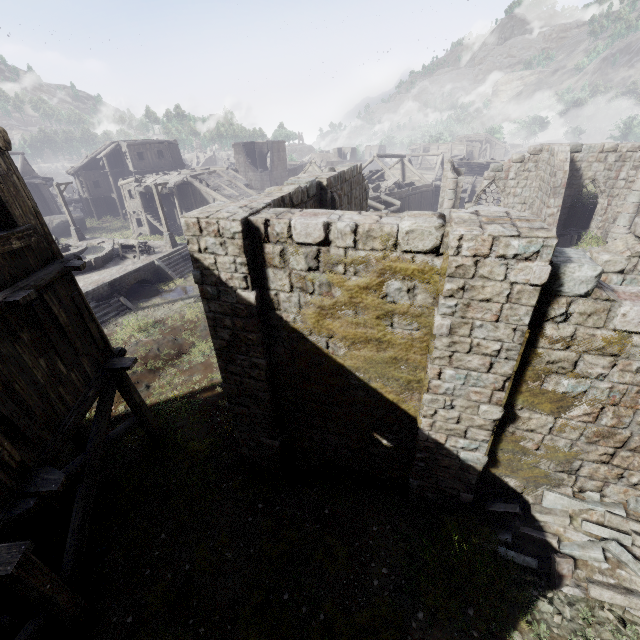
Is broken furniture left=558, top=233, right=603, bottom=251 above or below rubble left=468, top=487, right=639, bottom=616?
above

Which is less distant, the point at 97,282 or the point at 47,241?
the point at 47,241

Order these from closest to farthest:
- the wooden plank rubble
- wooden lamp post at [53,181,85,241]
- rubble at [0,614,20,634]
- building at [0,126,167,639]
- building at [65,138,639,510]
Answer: building at [65,138,639,510] → building at [0,126,167,639] → rubble at [0,614,20,634] → wooden lamp post at [53,181,85,241] → the wooden plank rubble

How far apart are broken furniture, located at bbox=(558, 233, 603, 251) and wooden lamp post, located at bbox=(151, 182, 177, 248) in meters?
26.8 m

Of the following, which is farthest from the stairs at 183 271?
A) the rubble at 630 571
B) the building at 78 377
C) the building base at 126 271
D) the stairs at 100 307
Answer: the rubble at 630 571

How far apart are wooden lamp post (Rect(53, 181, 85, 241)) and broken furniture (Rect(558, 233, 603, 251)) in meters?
36.7 m

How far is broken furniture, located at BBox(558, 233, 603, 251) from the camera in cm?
1880

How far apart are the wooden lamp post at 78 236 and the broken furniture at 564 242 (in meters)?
36.74
